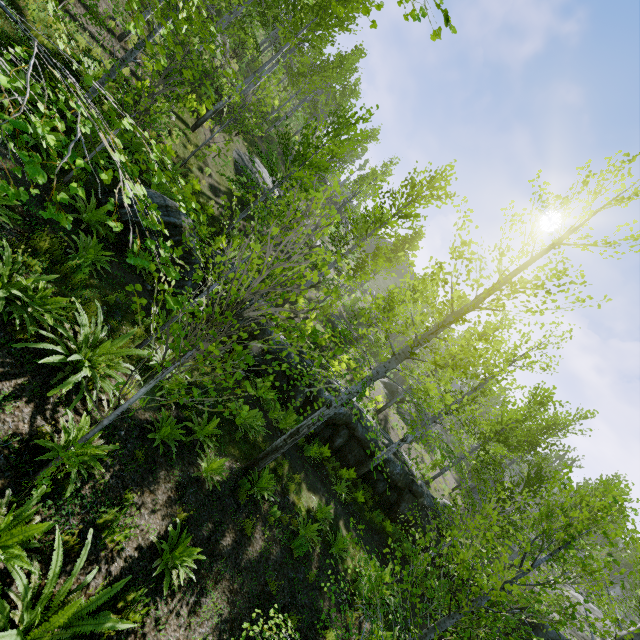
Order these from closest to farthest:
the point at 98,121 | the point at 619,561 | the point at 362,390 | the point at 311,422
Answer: the point at 98,121 → the point at 362,390 → the point at 311,422 → the point at 619,561

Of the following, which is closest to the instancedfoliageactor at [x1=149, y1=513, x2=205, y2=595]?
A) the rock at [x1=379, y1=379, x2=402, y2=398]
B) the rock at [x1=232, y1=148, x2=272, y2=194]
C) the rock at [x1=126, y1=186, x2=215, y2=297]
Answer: the rock at [x1=126, y1=186, x2=215, y2=297]

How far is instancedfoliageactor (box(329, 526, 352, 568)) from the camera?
5.2 meters

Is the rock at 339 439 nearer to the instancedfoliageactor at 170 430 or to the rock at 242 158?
the instancedfoliageactor at 170 430

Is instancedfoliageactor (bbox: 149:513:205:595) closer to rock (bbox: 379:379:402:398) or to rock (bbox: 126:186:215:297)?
rock (bbox: 126:186:215:297)

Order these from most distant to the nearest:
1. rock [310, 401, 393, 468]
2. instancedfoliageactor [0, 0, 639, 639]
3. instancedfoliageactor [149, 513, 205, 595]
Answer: rock [310, 401, 393, 468] < instancedfoliageactor [149, 513, 205, 595] < instancedfoliageactor [0, 0, 639, 639]

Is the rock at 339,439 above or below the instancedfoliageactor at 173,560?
above

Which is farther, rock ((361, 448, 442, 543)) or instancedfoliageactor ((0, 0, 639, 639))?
rock ((361, 448, 442, 543))
